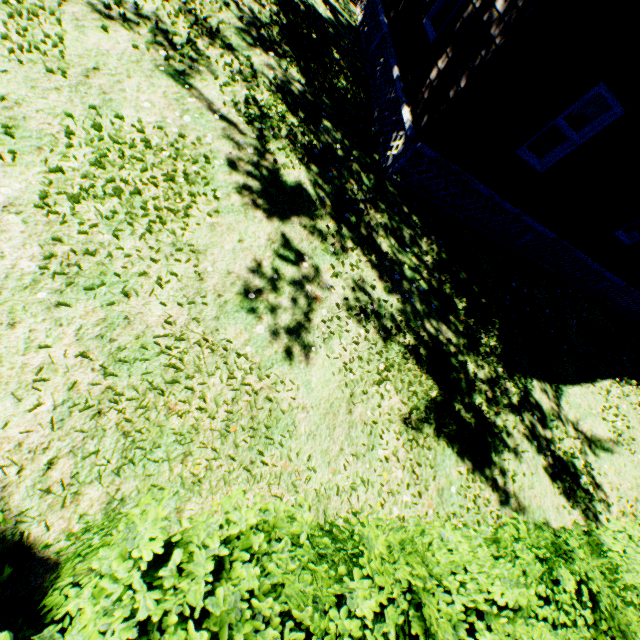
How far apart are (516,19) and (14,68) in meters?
7.1

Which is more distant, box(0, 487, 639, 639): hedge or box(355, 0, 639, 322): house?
box(355, 0, 639, 322): house

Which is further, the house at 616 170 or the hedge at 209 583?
the house at 616 170
